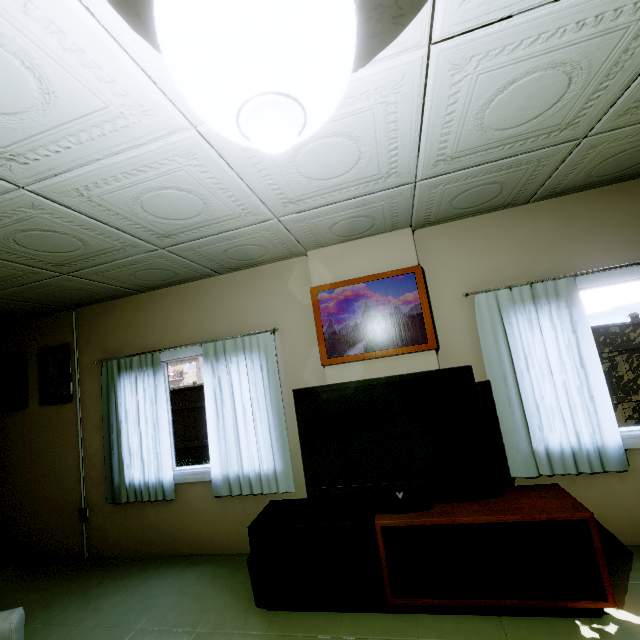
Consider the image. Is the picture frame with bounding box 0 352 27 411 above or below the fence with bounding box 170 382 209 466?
above

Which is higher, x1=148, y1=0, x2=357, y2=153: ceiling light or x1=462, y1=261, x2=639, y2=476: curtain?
x1=148, y1=0, x2=357, y2=153: ceiling light

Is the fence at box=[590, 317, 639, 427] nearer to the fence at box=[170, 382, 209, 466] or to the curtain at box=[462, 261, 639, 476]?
the fence at box=[170, 382, 209, 466]

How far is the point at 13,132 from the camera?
1.3 meters

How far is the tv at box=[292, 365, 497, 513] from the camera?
2.19m

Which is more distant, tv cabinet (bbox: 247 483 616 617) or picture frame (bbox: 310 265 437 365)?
picture frame (bbox: 310 265 437 365)

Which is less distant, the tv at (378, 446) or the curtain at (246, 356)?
the tv at (378, 446)

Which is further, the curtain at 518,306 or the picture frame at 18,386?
the picture frame at 18,386
